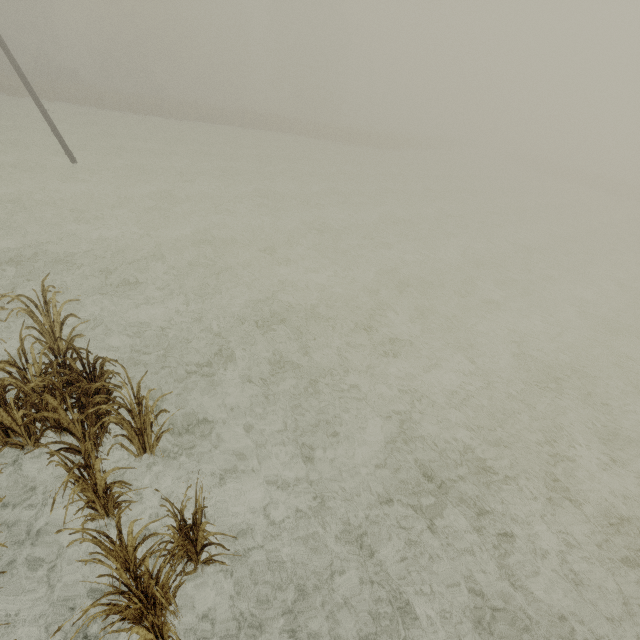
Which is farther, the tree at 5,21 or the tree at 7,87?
the tree at 5,21

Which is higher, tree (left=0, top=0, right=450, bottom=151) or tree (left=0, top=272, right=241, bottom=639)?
tree (left=0, top=0, right=450, bottom=151)

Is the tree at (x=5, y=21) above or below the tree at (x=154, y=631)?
above

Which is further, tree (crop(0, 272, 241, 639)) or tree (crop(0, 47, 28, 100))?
tree (crop(0, 47, 28, 100))

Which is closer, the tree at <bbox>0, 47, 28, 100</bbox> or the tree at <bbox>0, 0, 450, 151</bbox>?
the tree at <bbox>0, 47, 28, 100</bbox>

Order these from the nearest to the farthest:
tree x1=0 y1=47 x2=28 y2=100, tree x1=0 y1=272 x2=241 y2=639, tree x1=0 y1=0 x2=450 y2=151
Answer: tree x1=0 y1=272 x2=241 y2=639, tree x1=0 y1=47 x2=28 y2=100, tree x1=0 y1=0 x2=450 y2=151

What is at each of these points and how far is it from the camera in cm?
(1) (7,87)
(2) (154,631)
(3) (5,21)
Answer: (1) tree, 2975
(2) tree, 316
(3) tree, 4806
